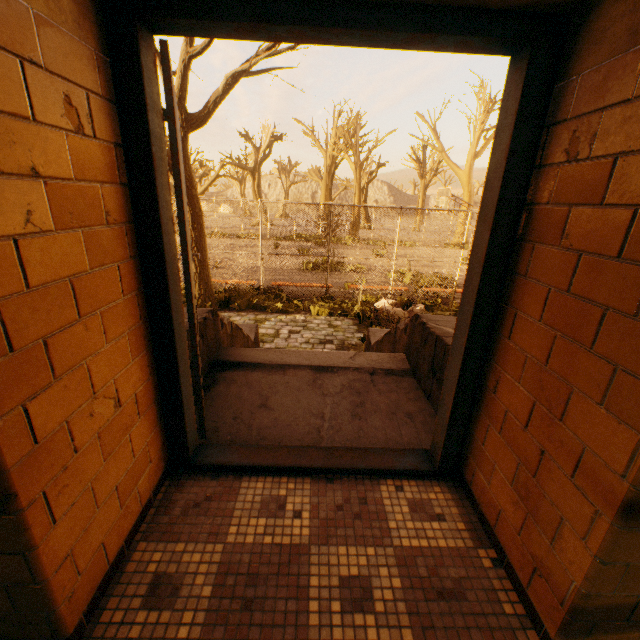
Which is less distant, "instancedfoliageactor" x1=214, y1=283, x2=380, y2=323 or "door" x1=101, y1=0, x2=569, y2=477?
"door" x1=101, y1=0, x2=569, y2=477

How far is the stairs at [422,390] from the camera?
2.3 meters

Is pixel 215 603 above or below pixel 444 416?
below

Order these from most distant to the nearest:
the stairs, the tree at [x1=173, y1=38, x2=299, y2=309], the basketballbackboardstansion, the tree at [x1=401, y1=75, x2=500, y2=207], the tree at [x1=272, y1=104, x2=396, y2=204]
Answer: the tree at [x1=272, y1=104, x2=396, y2=204] < the tree at [x1=401, y1=75, x2=500, y2=207] < the basketballbackboardstansion < the tree at [x1=173, y1=38, x2=299, y2=309] < the stairs

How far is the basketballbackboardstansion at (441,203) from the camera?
15.85m

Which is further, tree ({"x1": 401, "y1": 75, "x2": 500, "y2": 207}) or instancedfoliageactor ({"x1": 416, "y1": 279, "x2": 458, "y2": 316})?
tree ({"x1": 401, "y1": 75, "x2": 500, "y2": 207})

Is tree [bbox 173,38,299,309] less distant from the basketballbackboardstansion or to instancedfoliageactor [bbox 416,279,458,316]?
instancedfoliageactor [bbox 416,279,458,316]

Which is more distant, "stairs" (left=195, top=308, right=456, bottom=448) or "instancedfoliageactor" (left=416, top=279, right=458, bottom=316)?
"instancedfoliageactor" (left=416, top=279, right=458, bottom=316)
